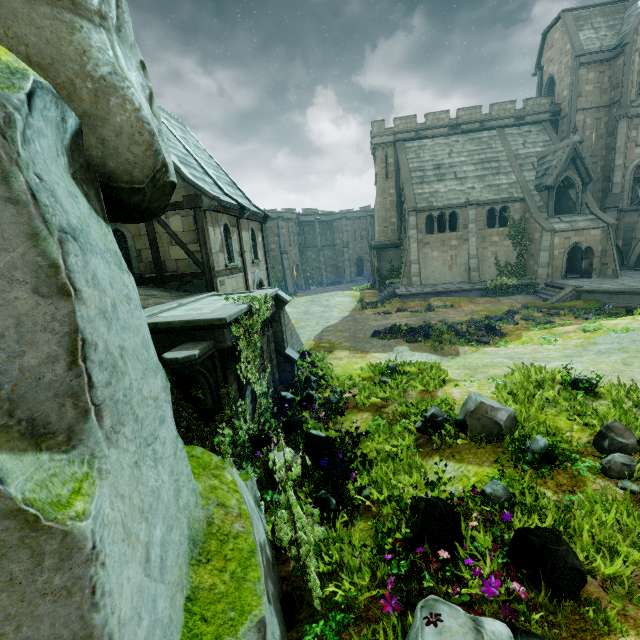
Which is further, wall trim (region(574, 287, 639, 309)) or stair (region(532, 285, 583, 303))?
stair (region(532, 285, 583, 303))

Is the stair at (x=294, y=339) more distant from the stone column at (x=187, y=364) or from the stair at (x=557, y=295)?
the stair at (x=557, y=295)

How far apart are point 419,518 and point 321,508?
2.1 meters

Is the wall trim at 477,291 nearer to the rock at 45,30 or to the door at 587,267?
the door at 587,267

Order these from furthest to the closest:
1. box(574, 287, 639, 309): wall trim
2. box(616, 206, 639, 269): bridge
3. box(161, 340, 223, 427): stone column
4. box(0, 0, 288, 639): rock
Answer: box(616, 206, 639, 269): bridge, box(574, 287, 639, 309): wall trim, box(161, 340, 223, 427): stone column, box(0, 0, 288, 639): rock

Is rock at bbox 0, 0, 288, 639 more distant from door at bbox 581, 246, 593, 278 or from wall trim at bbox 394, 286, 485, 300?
door at bbox 581, 246, 593, 278

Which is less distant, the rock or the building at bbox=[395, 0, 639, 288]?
the rock

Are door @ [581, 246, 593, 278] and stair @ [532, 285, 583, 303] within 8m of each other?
yes
